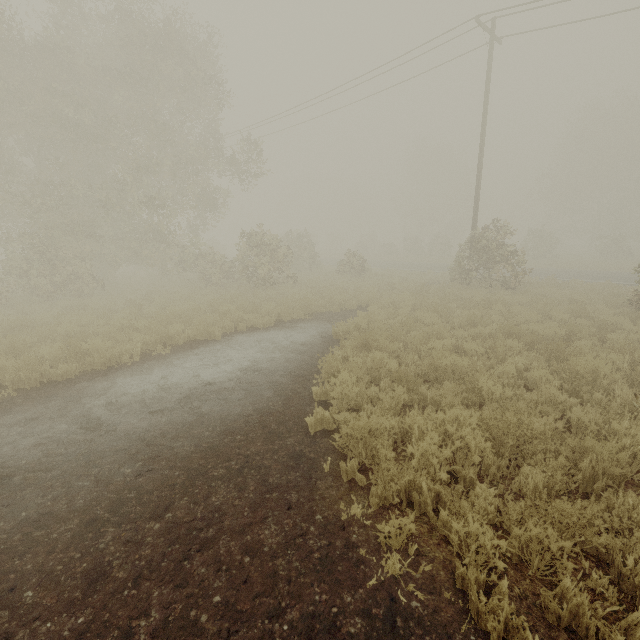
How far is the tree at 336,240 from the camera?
54.1m

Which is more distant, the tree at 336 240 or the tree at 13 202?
the tree at 336 240

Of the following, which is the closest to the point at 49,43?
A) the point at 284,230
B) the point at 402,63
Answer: the point at 402,63

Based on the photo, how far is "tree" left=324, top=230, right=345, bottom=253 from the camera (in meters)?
54.09

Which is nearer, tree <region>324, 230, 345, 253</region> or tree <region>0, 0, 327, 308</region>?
tree <region>0, 0, 327, 308</region>
